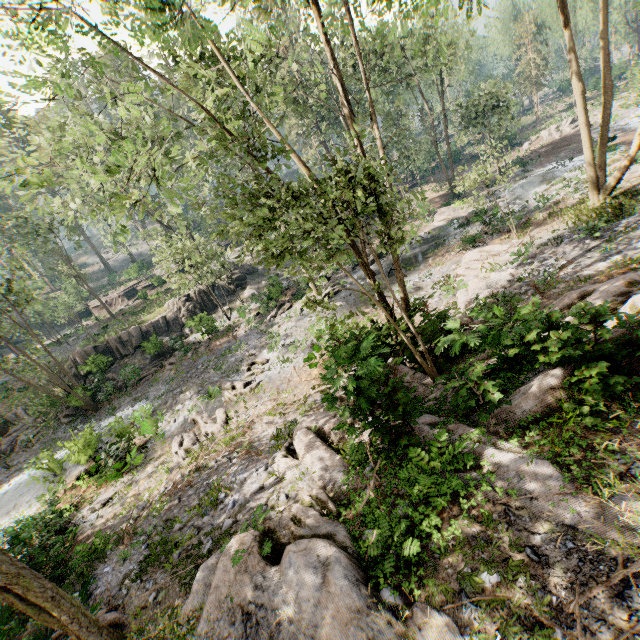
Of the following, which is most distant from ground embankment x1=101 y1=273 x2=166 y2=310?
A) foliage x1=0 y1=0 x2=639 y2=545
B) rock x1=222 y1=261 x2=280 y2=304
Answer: rock x1=222 y1=261 x2=280 y2=304

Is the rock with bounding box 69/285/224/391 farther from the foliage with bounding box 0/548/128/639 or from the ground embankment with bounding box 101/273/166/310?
the ground embankment with bounding box 101/273/166/310

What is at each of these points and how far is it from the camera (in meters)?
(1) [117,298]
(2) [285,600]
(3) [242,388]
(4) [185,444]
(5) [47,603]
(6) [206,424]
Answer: (1) ground embankment, 48.19
(2) foliage, 5.09
(3) foliage, 18.27
(4) foliage, 15.20
(5) foliage, 5.74
(6) foliage, 16.59

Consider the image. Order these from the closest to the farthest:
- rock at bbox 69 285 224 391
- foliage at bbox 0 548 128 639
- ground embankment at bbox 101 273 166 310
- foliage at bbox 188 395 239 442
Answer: foliage at bbox 0 548 128 639, foliage at bbox 188 395 239 442, rock at bbox 69 285 224 391, ground embankment at bbox 101 273 166 310

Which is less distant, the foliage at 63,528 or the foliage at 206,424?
the foliage at 63,528

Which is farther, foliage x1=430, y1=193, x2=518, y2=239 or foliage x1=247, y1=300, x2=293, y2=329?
foliage x1=247, y1=300, x2=293, y2=329

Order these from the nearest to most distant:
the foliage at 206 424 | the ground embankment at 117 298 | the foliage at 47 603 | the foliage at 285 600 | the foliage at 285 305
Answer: the foliage at 285 600, the foliage at 47 603, the foliage at 206 424, the foliage at 285 305, the ground embankment at 117 298
